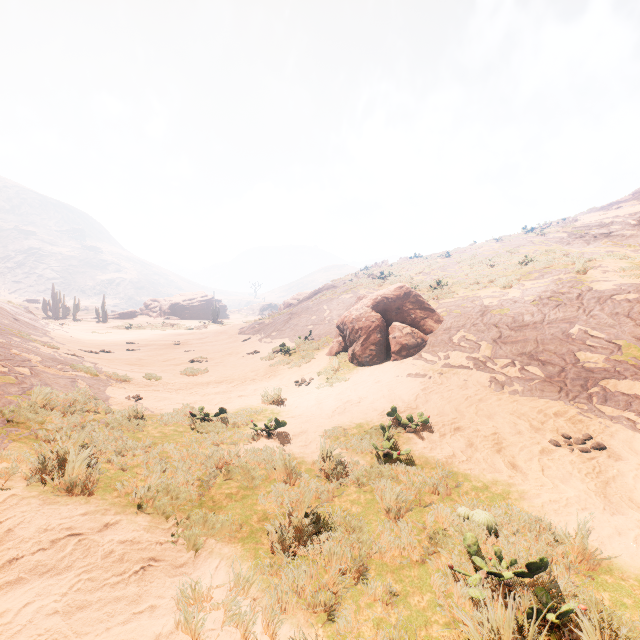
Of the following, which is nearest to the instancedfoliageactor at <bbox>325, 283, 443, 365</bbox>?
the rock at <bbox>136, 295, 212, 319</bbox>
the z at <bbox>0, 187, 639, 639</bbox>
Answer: the z at <bbox>0, 187, 639, 639</bbox>

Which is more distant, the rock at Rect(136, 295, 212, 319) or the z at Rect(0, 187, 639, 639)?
the rock at Rect(136, 295, 212, 319)

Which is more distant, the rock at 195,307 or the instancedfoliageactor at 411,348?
the rock at 195,307

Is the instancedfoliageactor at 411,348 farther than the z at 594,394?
Yes

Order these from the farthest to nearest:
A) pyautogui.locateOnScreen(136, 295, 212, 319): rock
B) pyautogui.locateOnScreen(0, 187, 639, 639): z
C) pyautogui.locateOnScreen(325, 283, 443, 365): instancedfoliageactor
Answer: pyautogui.locateOnScreen(136, 295, 212, 319): rock < pyautogui.locateOnScreen(325, 283, 443, 365): instancedfoliageactor < pyautogui.locateOnScreen(0, 187, 639, 639): z

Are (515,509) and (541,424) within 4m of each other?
yes
